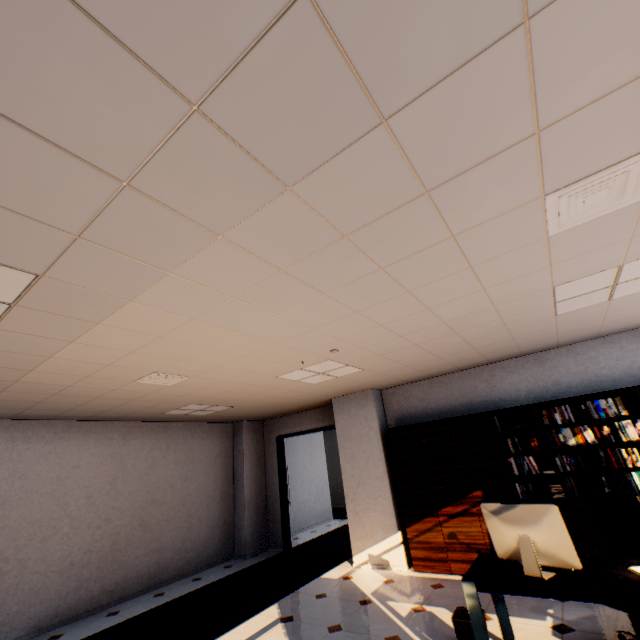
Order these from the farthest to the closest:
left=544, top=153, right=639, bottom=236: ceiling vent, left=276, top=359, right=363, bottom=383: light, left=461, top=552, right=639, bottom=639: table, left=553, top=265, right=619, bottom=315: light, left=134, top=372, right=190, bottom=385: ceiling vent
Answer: left=276, top=359, right=363, bottom=383: light, left=134, top=372, right=190, bottom=385: ceiling vent, left=553, top=265, right=619, bottom=315: light, left=461, top=552, right=639, bottom=639: table, left=544, top=153, right=639, bottom=236: ceiling vent

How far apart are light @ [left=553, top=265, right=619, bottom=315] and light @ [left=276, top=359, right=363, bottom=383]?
2.52m

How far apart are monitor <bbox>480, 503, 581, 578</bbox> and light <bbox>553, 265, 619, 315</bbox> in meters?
1.9

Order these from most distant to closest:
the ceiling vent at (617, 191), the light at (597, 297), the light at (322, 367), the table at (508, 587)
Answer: the light at (322, 367), the light at (597, 297), the table at (508, 587), the ceiling vent at (617, 191)

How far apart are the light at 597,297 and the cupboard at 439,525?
2.15m

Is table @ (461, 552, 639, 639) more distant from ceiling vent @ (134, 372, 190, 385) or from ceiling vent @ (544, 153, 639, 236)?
ceiling vent @ (134, 372, 190, 385)

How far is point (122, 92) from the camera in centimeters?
106cm

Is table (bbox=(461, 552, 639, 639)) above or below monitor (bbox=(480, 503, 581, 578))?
below
